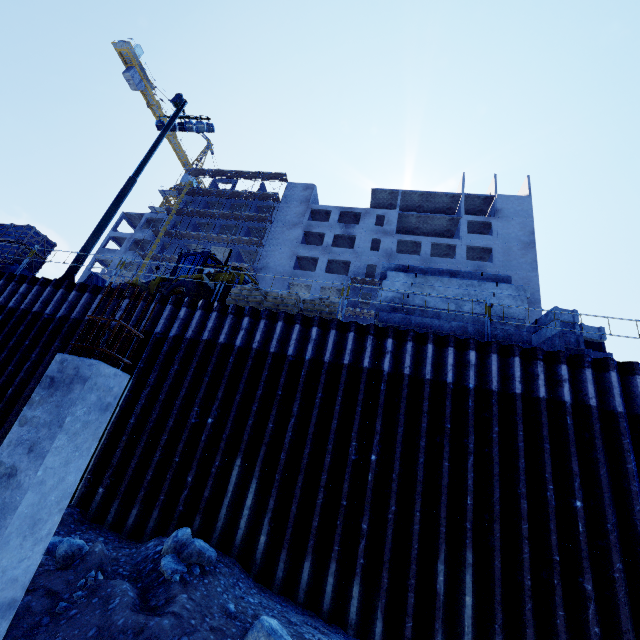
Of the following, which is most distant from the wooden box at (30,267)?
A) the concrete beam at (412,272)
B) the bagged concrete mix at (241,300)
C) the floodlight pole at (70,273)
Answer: the concrete beam at (412,272)

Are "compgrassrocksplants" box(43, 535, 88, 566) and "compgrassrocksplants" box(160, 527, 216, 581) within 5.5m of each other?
yes

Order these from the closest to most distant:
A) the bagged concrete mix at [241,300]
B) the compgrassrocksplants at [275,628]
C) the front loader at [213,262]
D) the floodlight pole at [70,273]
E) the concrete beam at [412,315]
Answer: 1. the compgrassrocksplants at [275,628]
2. the concrete beam at [412,315]
3. the bagged concrete mix at [241,300]
4. the floodlight pole at [70,273]
5. the front loader at [213,262]

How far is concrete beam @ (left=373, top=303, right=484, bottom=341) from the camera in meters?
8.8

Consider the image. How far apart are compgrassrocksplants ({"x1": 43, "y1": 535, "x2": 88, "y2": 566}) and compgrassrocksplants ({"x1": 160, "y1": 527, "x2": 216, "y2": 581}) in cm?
113

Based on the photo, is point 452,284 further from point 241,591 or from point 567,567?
point 241,591

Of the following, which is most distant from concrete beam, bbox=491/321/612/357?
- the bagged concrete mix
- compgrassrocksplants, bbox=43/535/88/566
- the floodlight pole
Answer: the floodlight pole

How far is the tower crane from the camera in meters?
49.2 m
